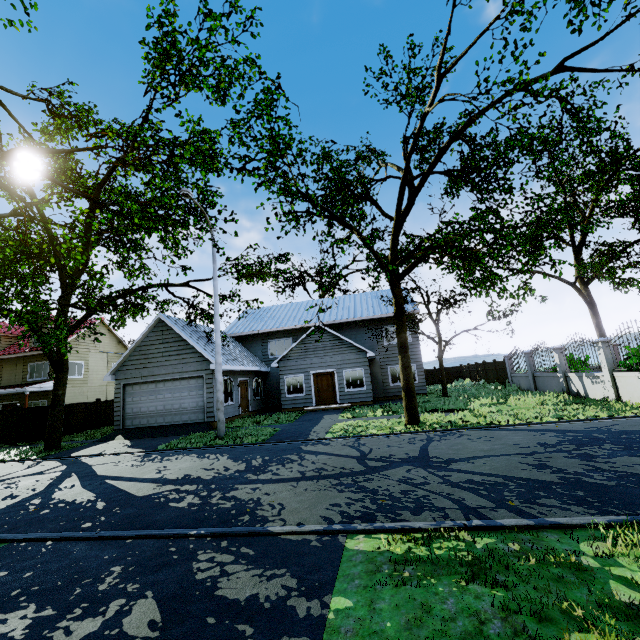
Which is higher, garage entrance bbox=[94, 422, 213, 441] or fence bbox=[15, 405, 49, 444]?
fence bbox=[15, 405, 49, 444]

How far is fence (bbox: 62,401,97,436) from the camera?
19.31m

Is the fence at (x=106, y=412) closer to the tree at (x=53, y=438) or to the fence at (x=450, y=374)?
the tree at (x=53, y=438)

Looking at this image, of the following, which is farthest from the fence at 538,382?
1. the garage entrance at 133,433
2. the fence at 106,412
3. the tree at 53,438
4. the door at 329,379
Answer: the fence at 106,412

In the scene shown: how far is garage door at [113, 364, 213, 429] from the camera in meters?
17.2

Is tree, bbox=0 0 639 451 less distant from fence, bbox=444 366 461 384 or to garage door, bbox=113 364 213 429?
garage door, bbox=113 364 213 429

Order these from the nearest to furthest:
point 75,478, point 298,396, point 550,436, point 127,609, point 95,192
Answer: point 127,609 → point 550,436 → point 75,478 → point 95,192 → point 298,396

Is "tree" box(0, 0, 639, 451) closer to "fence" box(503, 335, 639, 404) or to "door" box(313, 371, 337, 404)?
"fence" box(503, 335, 639, 404)
